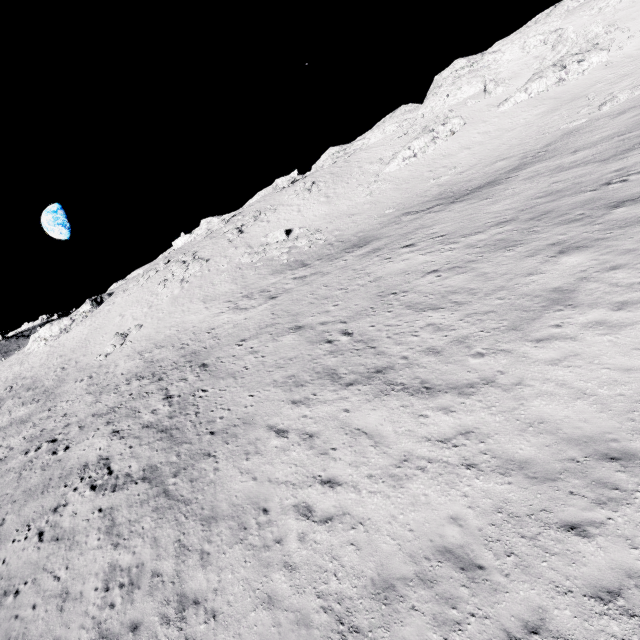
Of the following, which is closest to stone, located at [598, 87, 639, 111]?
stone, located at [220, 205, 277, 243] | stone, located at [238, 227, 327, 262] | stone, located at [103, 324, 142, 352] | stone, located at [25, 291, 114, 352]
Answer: stone, located at [238, 227, 327, 262]

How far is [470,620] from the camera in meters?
5.9 m

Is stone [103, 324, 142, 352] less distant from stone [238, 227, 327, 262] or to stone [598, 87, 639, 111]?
stone [238, 227, 327, 262]

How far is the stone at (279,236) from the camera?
36.3m

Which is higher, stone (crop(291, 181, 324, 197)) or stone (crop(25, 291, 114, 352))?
stone (crop(291, 181, 324, 197))

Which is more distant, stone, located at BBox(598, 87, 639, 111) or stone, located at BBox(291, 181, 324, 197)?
stone, located at BBox(291, 181, 324, 197)

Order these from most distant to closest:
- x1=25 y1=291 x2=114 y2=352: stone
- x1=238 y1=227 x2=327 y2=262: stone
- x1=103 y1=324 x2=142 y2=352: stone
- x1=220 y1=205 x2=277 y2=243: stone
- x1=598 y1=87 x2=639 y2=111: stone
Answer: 1. x1=25 y1=291 x2=114 y2=352: stone
2. x1=220 y1=205 x2=277 y2=243: stone
3. x1=238 y1=227 x2=327 y2=262: stone
4. x1=103 y1=324 x2=142 y2=352: stone
5. x1=598 y1=87 x2=639 y2=111: stone

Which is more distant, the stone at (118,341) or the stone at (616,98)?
the stone at (118,341)
